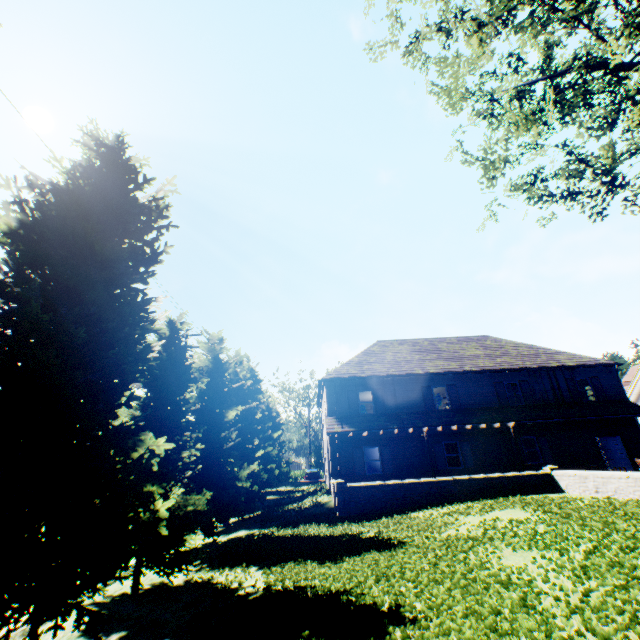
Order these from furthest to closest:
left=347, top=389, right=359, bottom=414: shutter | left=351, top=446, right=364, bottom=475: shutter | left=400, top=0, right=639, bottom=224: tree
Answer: left=347, top=389, right=359, bottom=414: shutter, left=351, top=446, right=364, bottom=475: shutter, left=400, top=0, right=639, bottom=224: tree

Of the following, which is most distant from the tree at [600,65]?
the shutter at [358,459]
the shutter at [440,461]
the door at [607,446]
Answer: the door at [607,446]

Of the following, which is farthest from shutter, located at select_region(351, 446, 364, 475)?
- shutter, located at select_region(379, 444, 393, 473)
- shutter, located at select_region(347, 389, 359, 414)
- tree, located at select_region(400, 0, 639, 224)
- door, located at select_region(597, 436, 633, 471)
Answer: door, located at select_region(597, 436, 633, 471)

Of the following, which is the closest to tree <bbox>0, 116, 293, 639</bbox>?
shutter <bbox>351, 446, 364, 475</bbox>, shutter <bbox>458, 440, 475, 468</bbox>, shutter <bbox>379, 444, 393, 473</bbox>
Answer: shutter <bbox>351, 446, 364, 475</bbox>

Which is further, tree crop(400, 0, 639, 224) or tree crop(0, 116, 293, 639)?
tree crop(400, 0, 639, 224)

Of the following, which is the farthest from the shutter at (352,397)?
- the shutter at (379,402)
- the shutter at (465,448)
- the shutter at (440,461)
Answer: the shutter at (465,448)

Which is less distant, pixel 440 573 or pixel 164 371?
pixel 440 573

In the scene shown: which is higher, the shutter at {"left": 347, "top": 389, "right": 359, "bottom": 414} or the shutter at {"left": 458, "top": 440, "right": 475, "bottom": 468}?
the shutter at {"left": 347, "top": 389, "right": 359, "bottom": 414}
